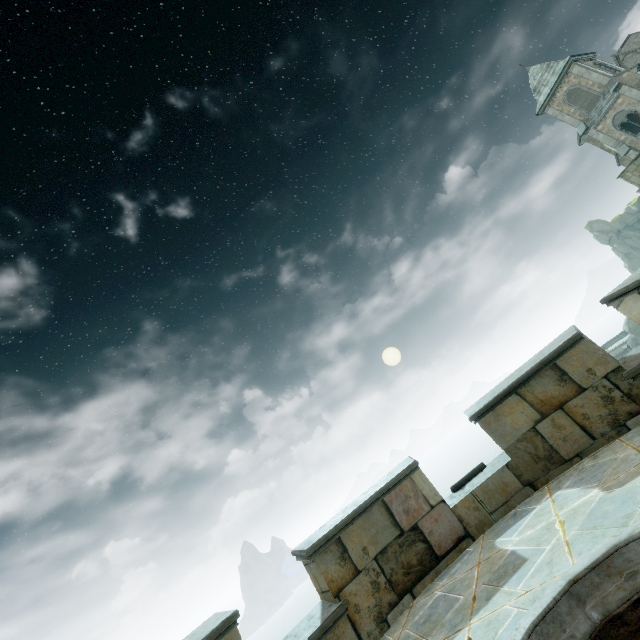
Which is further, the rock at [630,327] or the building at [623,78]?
the rock at [630,327]

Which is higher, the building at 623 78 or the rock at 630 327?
the building at 623 78

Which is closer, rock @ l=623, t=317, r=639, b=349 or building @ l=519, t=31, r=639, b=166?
building @ l=519, t=31, r=639, b=166

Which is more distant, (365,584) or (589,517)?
(365,584)

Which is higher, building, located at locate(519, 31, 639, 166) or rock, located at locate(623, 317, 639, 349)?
building, located at locate(519, 31, 639, 166)
